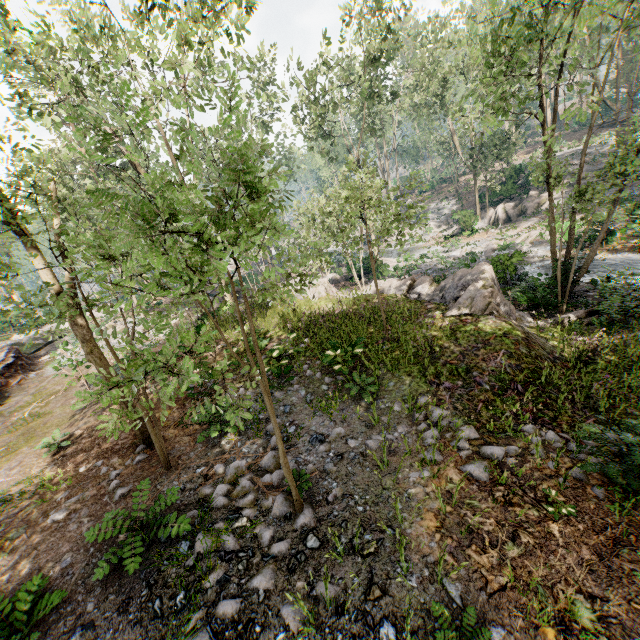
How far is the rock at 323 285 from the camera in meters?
16.6

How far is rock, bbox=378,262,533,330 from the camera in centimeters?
1116cm

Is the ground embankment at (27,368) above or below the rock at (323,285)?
above

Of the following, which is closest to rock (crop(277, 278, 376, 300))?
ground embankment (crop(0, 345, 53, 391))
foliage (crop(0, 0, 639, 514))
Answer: foliage (crop(0, 0, 639, 514))

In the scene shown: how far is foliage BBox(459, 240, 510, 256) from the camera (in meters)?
27.20

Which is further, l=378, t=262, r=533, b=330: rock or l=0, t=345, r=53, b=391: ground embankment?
l=0, t=345, r=53, b=391: ground embankment

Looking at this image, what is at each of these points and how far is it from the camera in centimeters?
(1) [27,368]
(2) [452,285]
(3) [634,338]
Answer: (1) ground embankment, 1945cm
(2) rock, 1316cm
(3) foliage, 990cm

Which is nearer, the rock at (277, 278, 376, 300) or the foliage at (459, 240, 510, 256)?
the rock at (277, 278, 376, 300)
